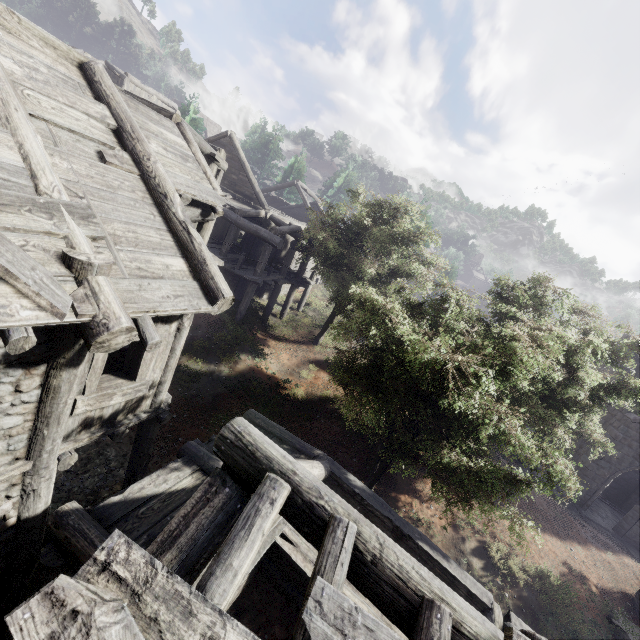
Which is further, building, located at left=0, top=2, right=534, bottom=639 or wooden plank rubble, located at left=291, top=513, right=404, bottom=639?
→ building, located at left=0, top=2, right=534, bottom=639

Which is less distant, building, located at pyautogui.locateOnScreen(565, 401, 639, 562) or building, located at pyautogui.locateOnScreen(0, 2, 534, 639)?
building, located at pyautogui.locateOnScreen(0, 2, 534, 639)

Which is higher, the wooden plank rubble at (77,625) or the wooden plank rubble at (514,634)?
the wooden plank rubble at (514,634)

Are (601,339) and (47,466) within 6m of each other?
no

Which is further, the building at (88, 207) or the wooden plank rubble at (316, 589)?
the building at (88, 207)

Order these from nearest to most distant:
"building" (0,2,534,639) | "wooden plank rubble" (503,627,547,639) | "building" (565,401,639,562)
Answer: "wooden plank rubble" (503,627,547,639)
"building" (0,2,534,639)
"building" (565,401,639,562)
